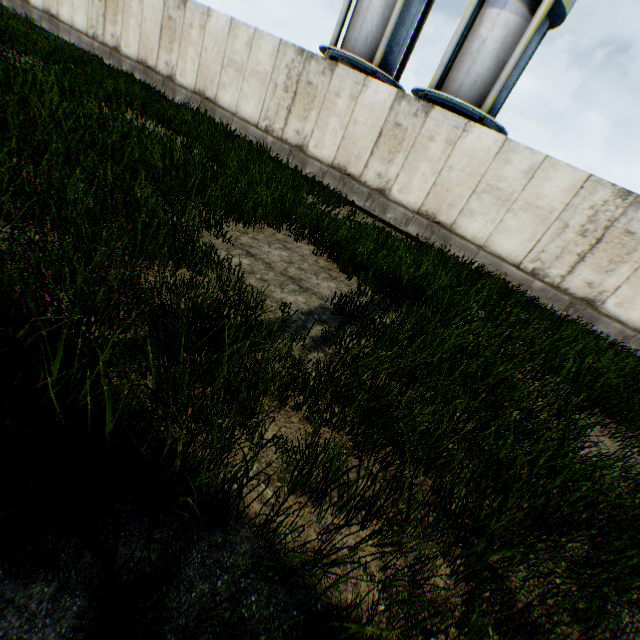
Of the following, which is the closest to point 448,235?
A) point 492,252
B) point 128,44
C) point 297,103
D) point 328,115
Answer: point 492,252

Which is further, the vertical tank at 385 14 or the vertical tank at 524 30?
the vertical tank at 385 14

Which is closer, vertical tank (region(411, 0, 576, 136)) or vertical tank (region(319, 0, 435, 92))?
vertical tank (region(411, 0, 576, 136))
